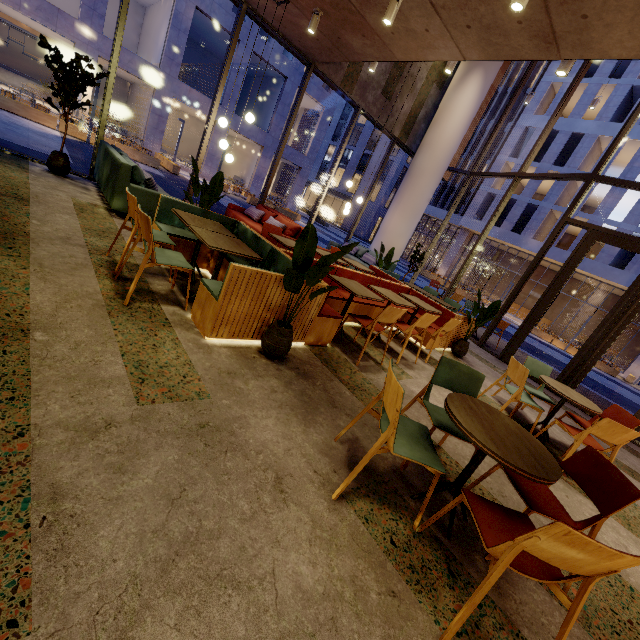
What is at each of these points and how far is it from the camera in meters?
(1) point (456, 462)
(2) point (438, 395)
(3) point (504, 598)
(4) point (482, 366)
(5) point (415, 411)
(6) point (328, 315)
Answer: (1) building, 3.0
(2) building, 4.3
(3) building, 1.9
(4) building, 6.8
(5) building, 3.6
(6) seat, 3.9

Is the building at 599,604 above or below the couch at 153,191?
below

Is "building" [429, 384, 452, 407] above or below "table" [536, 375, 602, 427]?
below

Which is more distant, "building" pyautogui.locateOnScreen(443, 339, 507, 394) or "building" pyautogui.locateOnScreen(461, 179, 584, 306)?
"building" pyautogui.locateOnScreen(461, 179, 584, 306)

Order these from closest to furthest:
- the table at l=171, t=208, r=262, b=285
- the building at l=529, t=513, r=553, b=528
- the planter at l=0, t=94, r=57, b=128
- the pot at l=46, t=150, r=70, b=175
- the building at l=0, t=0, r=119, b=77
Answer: the building at l=529, t=513, r=553, b=528 < the table at l=171, t=208, r=262, b=285 < the pot at l=46, t=150, r=70, b=175 < the planter at l=0, t=94, r=57, b=128 < the building at l=0, t=0, r=119, b=77

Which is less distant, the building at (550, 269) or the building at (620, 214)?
the building at (620, 214)

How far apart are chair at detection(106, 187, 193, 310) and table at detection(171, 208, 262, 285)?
0.31m

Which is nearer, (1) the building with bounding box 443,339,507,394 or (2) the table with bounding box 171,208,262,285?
(2) the table with bounding box 171,208,262,285
